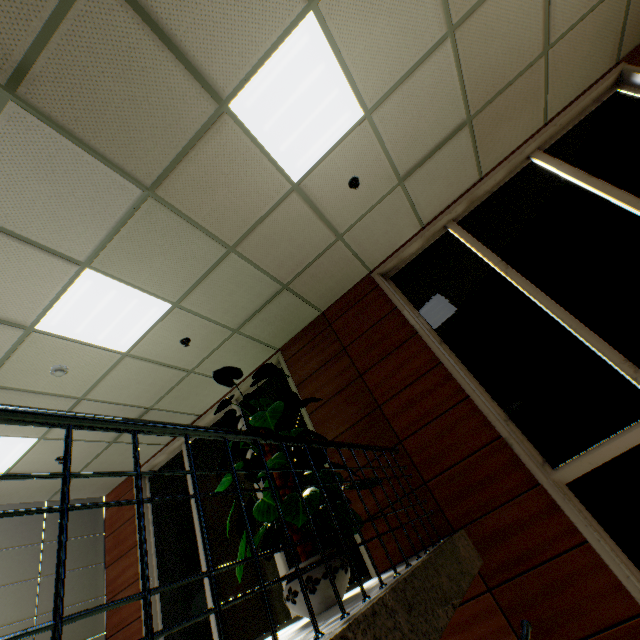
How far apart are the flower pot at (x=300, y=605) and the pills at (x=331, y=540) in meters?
0.5

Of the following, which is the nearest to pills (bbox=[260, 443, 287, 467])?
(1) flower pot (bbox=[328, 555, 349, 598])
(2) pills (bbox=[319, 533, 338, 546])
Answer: (1) flower pot (bbox=[328, 555, 349, 598])

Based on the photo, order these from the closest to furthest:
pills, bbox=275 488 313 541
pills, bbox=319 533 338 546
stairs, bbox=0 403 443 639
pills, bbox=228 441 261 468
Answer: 1. stairs, bbox=0 403 443 639
2. pills, bbox=275 488 313 541
3. pills, bbox=228 441 261 468
4. pills, bbox=319 533 338 546

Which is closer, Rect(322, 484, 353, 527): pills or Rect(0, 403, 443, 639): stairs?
Rect(0, 403, 443, 639): stairs

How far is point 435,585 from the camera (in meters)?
2.07

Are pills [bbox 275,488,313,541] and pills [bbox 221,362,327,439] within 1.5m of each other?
yes

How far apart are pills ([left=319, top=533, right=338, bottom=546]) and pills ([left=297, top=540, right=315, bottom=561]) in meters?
0.8

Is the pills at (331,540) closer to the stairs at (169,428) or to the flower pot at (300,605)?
the flower pot at (300,605)
